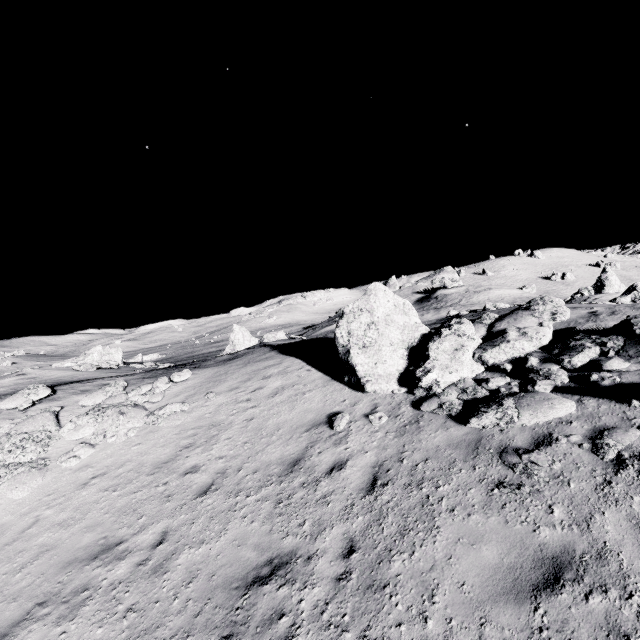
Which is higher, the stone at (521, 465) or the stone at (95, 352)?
the stone at (95, 352)

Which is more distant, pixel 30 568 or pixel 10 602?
pixel 30 568

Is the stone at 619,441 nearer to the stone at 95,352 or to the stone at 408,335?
the stone at 408,335

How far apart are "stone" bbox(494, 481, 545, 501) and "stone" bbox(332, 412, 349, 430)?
3.8m

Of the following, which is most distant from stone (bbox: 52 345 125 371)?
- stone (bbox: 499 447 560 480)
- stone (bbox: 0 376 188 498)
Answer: stone (bbox: 499 447 560 480)

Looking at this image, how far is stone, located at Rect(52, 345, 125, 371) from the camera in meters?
26.2 m

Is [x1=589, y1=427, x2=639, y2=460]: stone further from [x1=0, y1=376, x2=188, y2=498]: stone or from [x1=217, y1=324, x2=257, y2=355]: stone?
[x1=217, y1=324, x2=257, y2=355]: stone

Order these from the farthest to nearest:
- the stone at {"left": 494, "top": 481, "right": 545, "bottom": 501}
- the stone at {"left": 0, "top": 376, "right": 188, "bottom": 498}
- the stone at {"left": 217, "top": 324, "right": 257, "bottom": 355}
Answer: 1. the stone at {"left": 217, "top": 324, "right": 257, "bottom": 355}
2. the stone at {"left": 0, "top": 376, "right": 188, "bottom": 498}
3. the stone at {"left": 494, "top": 481, "right": 545, "bottom": 501}
